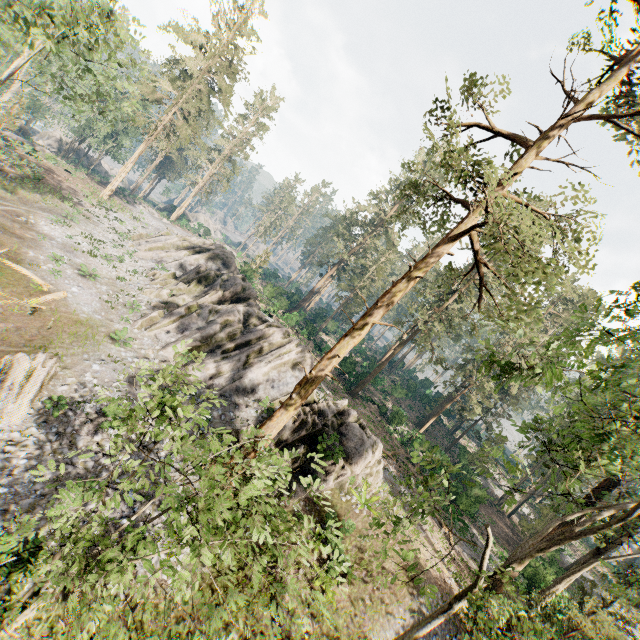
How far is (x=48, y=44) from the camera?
17.08m

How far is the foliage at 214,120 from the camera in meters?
44.6 m

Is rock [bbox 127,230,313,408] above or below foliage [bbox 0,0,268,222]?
below

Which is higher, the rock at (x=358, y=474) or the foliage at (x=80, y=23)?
the foliage at (x=80, y=23)

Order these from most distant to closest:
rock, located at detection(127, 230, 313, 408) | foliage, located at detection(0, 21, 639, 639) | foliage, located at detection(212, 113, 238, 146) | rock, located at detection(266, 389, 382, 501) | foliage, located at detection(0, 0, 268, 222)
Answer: foliage, located at detection(212, 113, 238, 146) < rock, located at detection(127, 230, 313, 408) < foliage, located at detection(0, 0, 268, 222) < rock, located at detection(266, 389, 382, 501) < foliage, located at detection(0, 21, 639, 639)

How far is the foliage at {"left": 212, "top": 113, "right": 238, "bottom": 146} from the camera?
44.6 meters

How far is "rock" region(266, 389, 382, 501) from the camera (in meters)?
17.88
